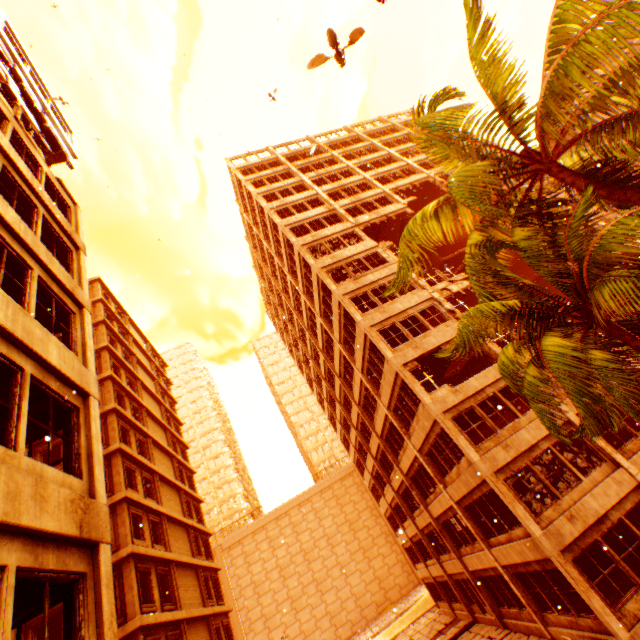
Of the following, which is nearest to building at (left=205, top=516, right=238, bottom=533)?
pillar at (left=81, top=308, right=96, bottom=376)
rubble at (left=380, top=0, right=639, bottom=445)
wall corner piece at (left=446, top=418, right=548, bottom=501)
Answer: wall corner piece at (left=446, top=418, right=548, bottom=501)

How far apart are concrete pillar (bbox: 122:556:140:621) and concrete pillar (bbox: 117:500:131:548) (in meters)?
0.40

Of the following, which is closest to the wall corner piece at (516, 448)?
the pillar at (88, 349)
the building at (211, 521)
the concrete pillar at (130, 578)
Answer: the pillar at (88, 349)

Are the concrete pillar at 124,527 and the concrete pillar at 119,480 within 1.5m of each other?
yes

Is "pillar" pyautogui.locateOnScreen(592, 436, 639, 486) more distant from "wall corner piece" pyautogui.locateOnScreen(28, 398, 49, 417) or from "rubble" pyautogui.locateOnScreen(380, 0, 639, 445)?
"rubble" pyautogui.locateOnScreen(380, 0, 639, 445)

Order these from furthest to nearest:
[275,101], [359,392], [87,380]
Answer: [359,392]
[87,380]
[275,101]

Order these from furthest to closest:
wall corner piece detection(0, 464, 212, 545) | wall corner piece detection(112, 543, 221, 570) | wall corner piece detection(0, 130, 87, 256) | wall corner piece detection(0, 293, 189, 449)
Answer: wall corner piece detection(112, 543, 221, 570) < wall corner piece detection(0, 130, 87, 256) < wall corner piece detection(0, 293, 189, 449) < wall corner piece detection(0, 464, 212, 545)

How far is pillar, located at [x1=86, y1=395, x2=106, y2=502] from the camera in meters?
5.8
